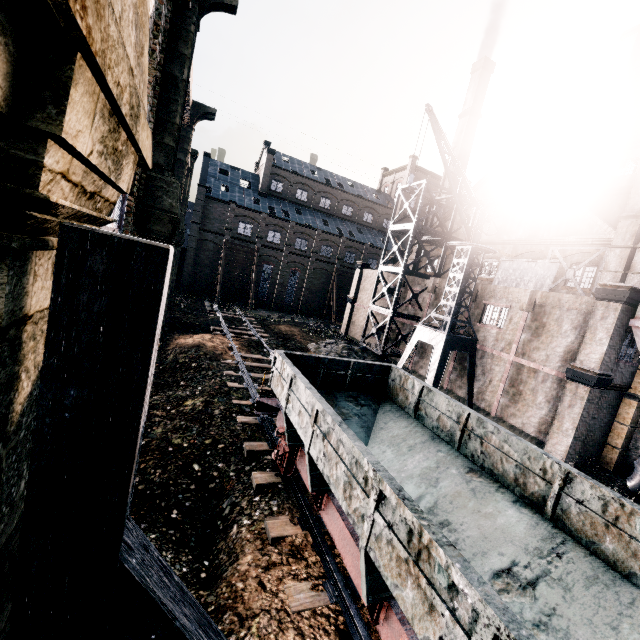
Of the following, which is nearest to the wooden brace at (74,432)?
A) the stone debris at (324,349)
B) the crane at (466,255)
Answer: the crane at (466,255)

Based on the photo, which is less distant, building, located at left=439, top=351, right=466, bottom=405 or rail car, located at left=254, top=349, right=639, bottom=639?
rail car, located at left=254, top=349, right=639, bottom=639

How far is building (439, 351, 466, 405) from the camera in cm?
2423

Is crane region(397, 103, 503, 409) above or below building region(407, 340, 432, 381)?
above

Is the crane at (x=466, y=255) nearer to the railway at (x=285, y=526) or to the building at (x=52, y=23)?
the building at (x=52, y=23)

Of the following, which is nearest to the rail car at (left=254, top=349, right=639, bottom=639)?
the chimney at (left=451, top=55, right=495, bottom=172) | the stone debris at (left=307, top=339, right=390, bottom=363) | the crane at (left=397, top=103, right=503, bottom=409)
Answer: the crane at (left=397, top=103, right=503, bottom=409)

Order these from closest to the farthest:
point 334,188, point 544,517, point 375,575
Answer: point 375,575
point 544,517
point 334,188
